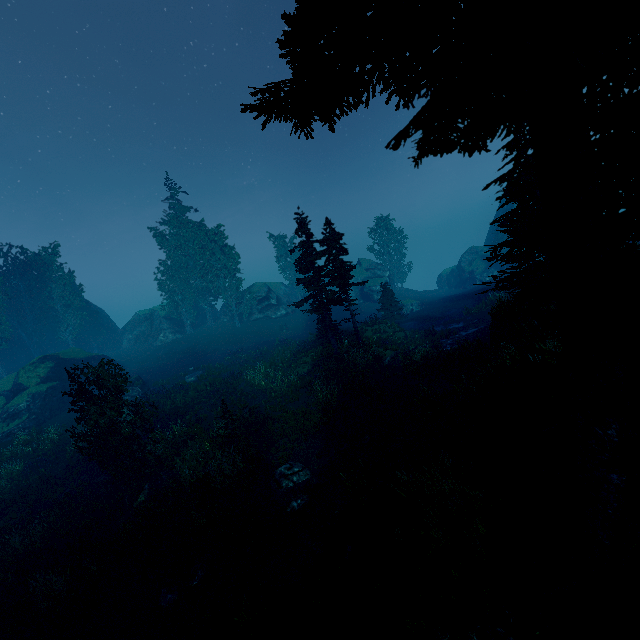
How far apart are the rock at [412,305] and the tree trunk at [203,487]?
31.6 meters

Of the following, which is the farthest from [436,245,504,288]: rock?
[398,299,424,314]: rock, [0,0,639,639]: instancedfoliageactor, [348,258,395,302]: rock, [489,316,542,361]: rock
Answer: [489,316,542,361]: rock

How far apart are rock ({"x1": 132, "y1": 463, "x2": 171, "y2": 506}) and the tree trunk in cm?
167

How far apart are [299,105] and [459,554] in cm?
818

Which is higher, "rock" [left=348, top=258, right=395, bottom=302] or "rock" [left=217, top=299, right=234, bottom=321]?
"rock" [left=217, top=299, right=234, bottom=321]

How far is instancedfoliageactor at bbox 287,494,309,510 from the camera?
12.3 meters

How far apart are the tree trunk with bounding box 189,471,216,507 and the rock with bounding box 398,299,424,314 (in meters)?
31.56

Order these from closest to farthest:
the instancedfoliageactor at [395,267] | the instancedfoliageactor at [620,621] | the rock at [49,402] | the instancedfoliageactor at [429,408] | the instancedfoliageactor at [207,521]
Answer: the instancedfoliageactor at [620,621] → the instancedfoliageactor at [207,521] → the instancedfoliageactor at [429,408] → the rock at [49,402] → the instancedfoliageactor at [395,267]
